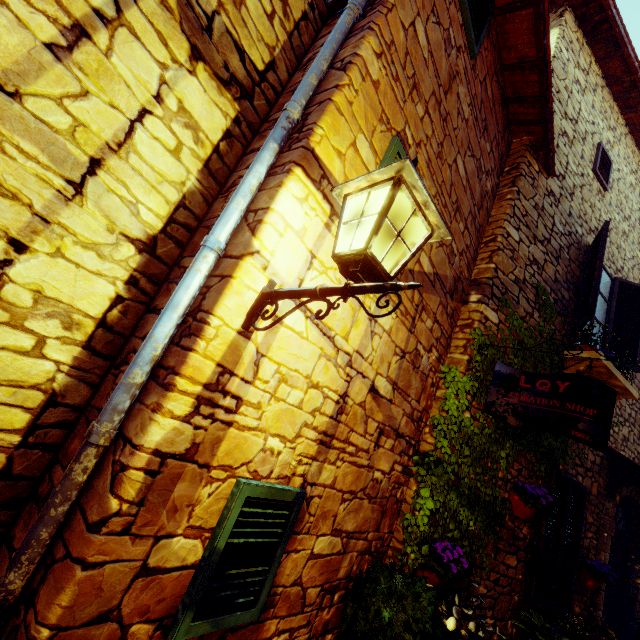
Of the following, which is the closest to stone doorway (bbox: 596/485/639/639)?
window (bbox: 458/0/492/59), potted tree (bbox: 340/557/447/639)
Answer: potted tree (bbox: 340/557/447/639)

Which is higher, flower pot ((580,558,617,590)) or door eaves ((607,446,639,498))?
door eaves ((607,446,639,498))

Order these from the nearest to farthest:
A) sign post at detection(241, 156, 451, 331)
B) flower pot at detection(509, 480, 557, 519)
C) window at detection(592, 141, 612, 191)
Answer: sign post at detection(241, 156, 451, 331) → flower pot at detection(509, 480, 557, 519) → window at detection(592, 141, 612, 191)

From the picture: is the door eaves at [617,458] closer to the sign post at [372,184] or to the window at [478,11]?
the sign post at [372,184]

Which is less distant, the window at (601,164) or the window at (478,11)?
the window at (478,11)

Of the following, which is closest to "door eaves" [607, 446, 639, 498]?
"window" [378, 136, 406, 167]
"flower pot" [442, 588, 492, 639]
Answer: "flower pot" [442, 588, 492, 639]

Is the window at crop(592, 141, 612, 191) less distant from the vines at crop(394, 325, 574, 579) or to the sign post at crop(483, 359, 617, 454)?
the vines at crop(394, 325, 574, 579)

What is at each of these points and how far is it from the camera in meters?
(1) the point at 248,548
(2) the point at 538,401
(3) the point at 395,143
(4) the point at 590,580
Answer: (1) window, 1.8
(2) sign post, 3.1
(3) window, 2.3
(4) flower pot, 4.6
